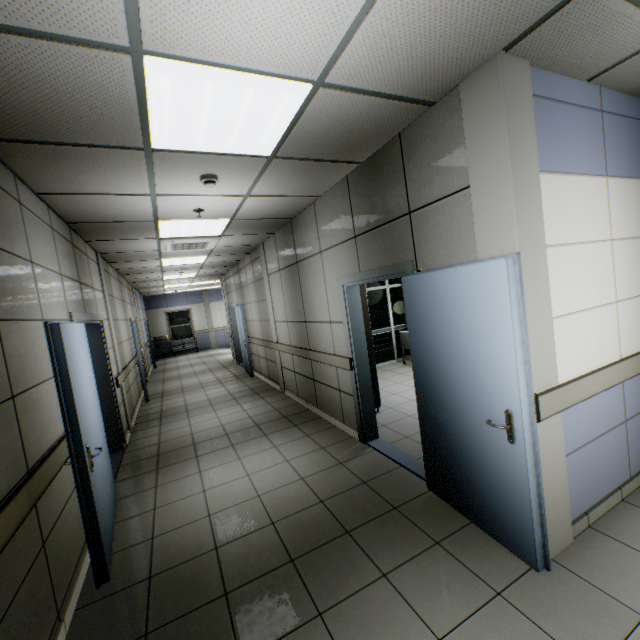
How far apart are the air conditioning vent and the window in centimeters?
1218cm

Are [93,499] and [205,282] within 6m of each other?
no

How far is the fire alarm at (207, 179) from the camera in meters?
3.1

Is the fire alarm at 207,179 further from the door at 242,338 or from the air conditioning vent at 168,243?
the door at 242,338

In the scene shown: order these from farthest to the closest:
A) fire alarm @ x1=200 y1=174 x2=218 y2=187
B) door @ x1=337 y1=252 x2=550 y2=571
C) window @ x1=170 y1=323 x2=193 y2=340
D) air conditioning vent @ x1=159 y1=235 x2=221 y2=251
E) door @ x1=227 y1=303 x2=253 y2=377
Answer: window @ x1=170 y1=323 x2=193 y2=340 < door @ x1=227 y1=303 x2=253 y2=377 < air conditioning vent @ x1=159 y1=235 x2=221 y2=251 < fire alarm @ x1=200 y1=174 x2=218 y2=187 < door @ x1=337 y1=252 x2=550 y2=571

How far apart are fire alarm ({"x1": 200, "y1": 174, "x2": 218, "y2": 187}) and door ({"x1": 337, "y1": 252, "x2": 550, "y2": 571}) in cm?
177

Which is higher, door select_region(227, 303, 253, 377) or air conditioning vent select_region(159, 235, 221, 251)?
air conditioning vent select_region(159, 235, 221, 251)

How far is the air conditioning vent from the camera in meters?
5.3
